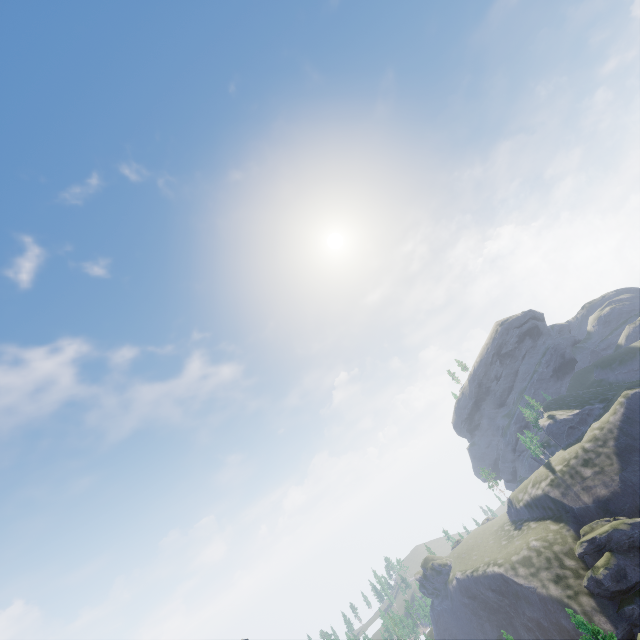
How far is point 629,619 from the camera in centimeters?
5791cm
